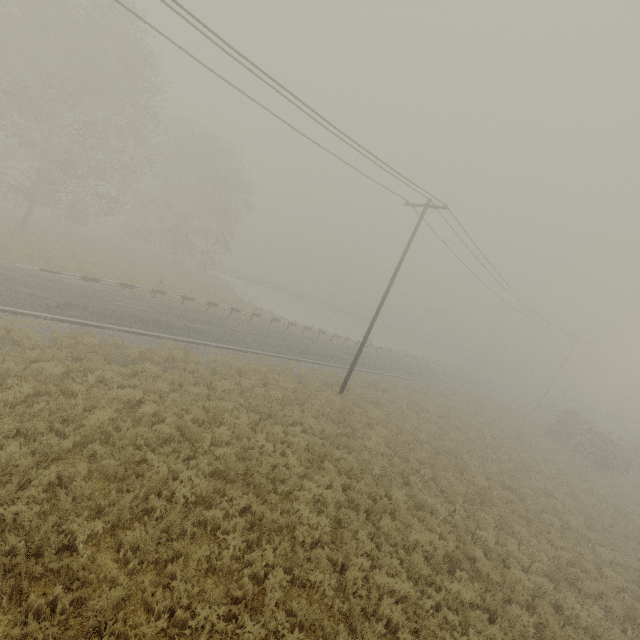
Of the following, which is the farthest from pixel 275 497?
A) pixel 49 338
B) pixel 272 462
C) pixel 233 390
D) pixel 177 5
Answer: pixel 177 5
